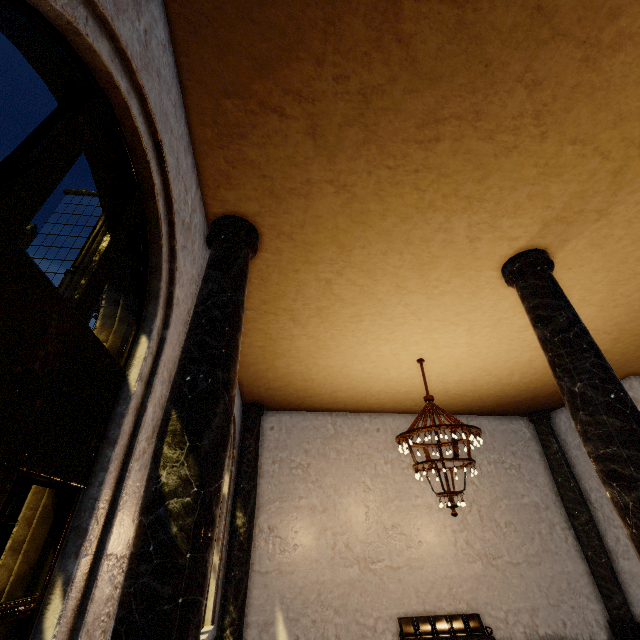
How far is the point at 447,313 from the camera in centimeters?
706cm
